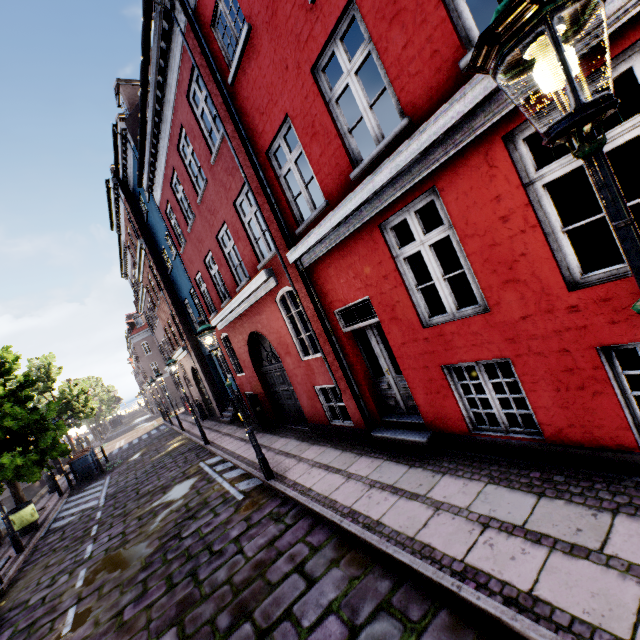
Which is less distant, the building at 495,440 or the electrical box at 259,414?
the building at 495,440

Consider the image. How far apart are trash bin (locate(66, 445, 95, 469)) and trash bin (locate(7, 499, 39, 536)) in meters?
5.4

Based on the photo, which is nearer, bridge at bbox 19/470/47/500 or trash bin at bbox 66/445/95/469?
trash bin at bbox 66/445/95/469

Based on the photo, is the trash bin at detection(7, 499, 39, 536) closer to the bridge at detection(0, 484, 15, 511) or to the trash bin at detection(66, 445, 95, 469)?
the trash bin at detection(66, 445, 95, 469)

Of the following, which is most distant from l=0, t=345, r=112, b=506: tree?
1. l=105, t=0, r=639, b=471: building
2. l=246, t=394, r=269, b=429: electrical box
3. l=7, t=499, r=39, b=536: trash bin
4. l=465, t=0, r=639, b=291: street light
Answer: l=246, t=394, r=269, b=429: electrical box

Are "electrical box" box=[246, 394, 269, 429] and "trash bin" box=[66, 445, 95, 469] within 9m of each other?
no

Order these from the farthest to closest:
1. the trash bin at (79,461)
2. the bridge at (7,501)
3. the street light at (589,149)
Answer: the bridge at (7,501), the trash bin at (79,461), the street light at (589,149)

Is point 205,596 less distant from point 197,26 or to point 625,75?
point 197,26
